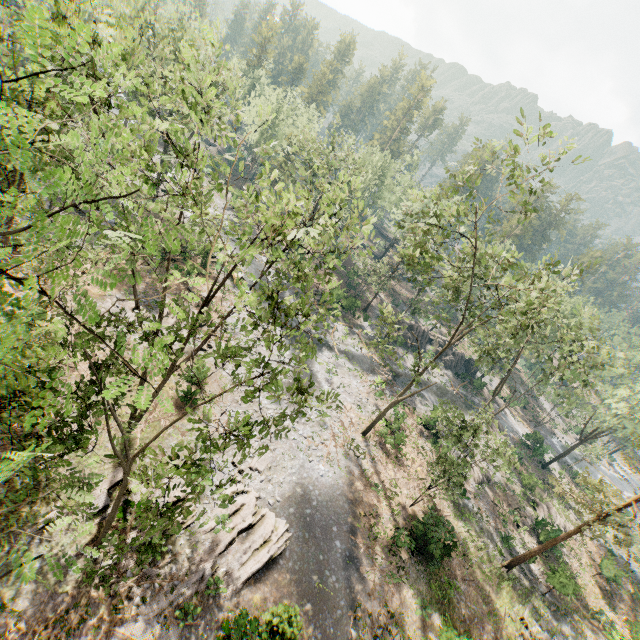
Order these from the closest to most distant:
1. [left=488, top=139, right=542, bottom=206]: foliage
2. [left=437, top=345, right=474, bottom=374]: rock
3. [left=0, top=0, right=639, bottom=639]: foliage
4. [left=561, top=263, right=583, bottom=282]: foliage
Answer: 1. [left=0, top=0, right=639, bottom=639]: foliage
2. [left=488, top=139, right=542, bottom=206]: foliage
3. [left=561, top=263, right=583, bottom=282]: foliage
4. [left=437, top=345, right=474, bottom=374]: rock

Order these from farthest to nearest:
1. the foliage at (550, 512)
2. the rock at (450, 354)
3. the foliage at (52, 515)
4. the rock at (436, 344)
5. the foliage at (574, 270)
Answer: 1. the rock at (450, 354)
2. the rock at (436, 344)
3. the foliage at (550, 512)
4. the foliage at (574, 270)
5. the foliage at (52, 515)

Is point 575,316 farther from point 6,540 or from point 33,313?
point 6,540

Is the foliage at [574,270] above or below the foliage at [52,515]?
above

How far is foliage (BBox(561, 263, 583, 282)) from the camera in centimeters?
1762cm

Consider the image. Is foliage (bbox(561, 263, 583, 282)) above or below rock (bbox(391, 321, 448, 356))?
above

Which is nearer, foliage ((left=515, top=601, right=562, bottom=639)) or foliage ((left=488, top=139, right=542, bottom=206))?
foliage ((left=488, top=139, right=542, bottom=206))
